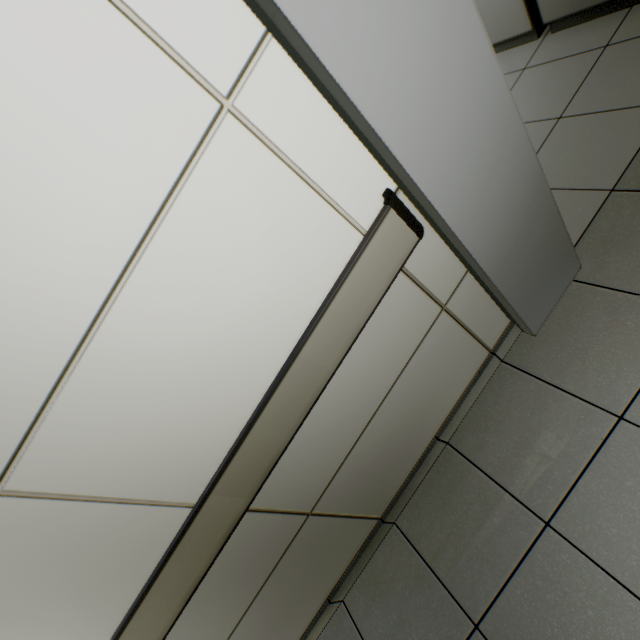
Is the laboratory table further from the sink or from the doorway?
the doorway

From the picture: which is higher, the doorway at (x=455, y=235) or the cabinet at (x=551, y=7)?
the doorway at (x=455, y=235)

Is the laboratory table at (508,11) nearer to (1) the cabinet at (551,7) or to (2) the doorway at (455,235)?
(1) the cabinet at (551,7)

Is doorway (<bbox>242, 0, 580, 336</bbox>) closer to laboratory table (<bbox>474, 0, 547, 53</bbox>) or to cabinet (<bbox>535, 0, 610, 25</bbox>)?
cabinet (<bbox>535, 0, 610, 25</bbox>)

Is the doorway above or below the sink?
above

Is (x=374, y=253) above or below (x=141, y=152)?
below

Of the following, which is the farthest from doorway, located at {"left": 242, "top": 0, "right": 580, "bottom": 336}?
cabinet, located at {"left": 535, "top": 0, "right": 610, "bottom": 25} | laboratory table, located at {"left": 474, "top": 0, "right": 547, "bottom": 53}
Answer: laboratory table, located at {"left": 474, "top": 0, "right": 547, "bottom": 53}
